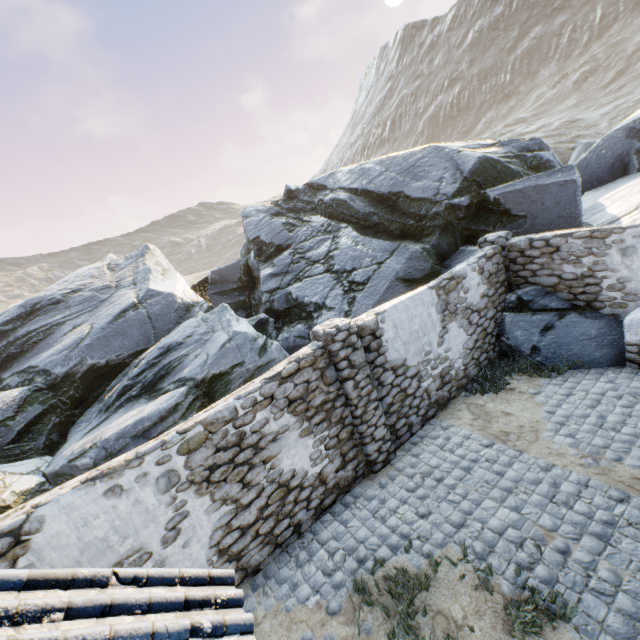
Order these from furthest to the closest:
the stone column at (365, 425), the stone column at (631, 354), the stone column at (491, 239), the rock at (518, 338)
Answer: the stone column at (491, 239)
the rock at (518, 338)
the stone column at (631, 354)
the stone column at (365, 425)

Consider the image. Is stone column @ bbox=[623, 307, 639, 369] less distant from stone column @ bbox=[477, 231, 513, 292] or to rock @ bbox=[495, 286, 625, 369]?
rock @ bbox=[495, 286, 625, 369]

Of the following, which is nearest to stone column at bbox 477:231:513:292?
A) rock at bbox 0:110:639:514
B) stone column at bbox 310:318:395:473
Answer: rock at bbox 0:110:639:514

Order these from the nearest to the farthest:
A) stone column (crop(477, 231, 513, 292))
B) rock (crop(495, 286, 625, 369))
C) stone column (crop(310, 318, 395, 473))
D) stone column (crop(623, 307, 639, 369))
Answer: stone column (crop(310, 318, 395, 473)) → stone column (crop(623, 307, 639, 369)) → rock (crop(495, 286, 625, 369)) → stone column (crop(477, 231, 513, 292))

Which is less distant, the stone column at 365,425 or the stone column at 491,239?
the stone column at 365,425

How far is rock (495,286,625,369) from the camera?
7.5 meters

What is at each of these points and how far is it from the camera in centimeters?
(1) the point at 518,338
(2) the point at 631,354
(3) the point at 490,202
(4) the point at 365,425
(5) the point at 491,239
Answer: (1) rock, 840cm
(2) stone column, 694cm
(3) rock, 1070cm
(4) stone column, 635cm
(5) stone column, 881cm

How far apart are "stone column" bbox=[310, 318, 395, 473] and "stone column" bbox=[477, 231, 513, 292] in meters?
5.4
